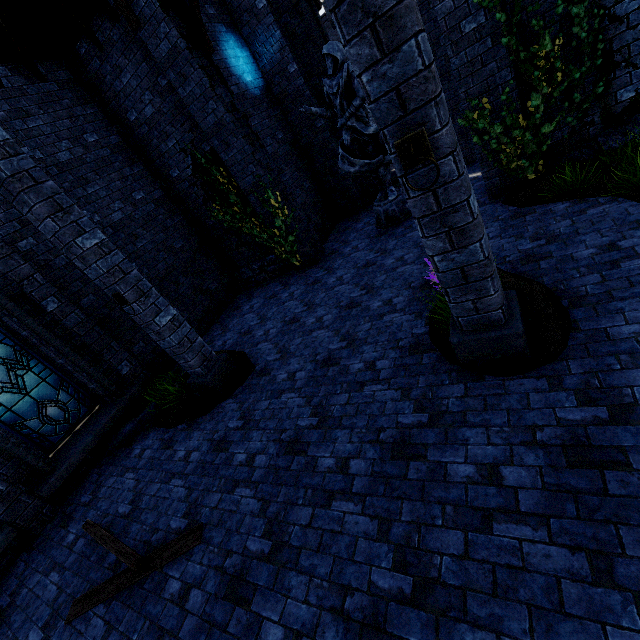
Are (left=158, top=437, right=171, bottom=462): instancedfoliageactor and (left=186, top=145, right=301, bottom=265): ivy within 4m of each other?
no

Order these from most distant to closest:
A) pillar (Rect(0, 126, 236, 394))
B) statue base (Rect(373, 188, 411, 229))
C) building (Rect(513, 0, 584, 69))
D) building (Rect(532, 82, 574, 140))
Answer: statue base (Rect(373, 188, 411, 229)) < building (Rect(532, 82, 574, 140)) < building (Rect(513, 0, 584, 69)) < pillar (Rect(0, 126, 236, 394))

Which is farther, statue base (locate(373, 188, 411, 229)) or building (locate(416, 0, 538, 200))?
statue base (locate(373, 188, 411, 229))

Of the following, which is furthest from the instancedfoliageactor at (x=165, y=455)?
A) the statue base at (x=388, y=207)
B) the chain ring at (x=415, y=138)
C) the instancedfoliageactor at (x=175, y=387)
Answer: the statue base at (x=388, y=207)

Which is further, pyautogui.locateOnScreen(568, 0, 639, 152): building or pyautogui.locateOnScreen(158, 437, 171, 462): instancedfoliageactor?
pyautogui.locateOnScreen(158, 437, 171, 462): instancedfoliageactor

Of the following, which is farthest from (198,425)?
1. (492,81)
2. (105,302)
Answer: (492,81)

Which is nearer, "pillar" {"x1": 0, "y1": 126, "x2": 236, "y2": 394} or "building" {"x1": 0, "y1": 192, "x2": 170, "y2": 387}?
"pillar" {"x1": 0, "y1": 126, "x2": 236, "y2": 394}

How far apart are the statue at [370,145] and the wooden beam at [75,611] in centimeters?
763cm
